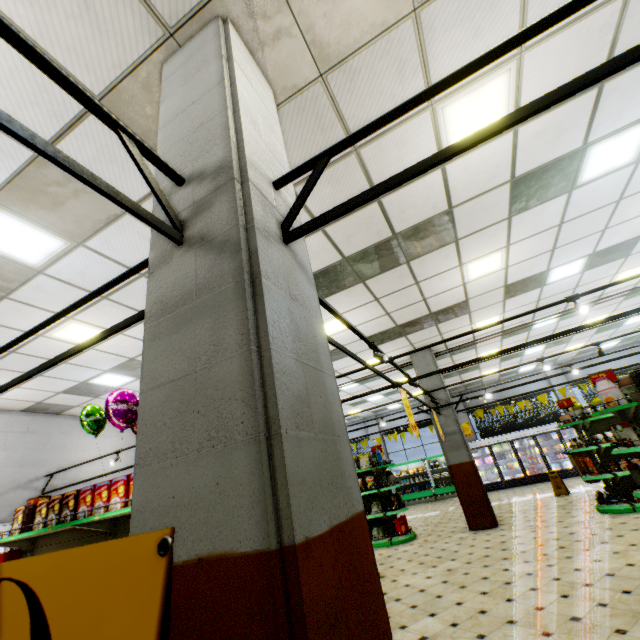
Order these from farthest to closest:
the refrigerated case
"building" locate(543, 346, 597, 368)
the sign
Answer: the refrigerated case < "building" locate(543, 346, 597, 368) < the sign

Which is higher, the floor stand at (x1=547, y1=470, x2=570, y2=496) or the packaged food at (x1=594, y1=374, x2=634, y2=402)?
the packaged food at (x1=594, y1=374, x2=634, y2=402)

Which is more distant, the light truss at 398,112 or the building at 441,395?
the building at 441,395

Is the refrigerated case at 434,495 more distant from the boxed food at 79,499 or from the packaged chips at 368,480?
the boxed food at 79,499

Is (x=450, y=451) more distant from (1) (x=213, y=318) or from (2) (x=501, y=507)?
(1) (x=213, y=318)

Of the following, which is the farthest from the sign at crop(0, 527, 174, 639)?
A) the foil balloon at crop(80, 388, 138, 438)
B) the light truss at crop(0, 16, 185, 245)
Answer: the foil balloon at crop(80, 388, 138, 438)

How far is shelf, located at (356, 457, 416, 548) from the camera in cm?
855

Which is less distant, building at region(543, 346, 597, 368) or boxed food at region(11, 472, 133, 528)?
boxed food at region(11, 472, 133, 528)
